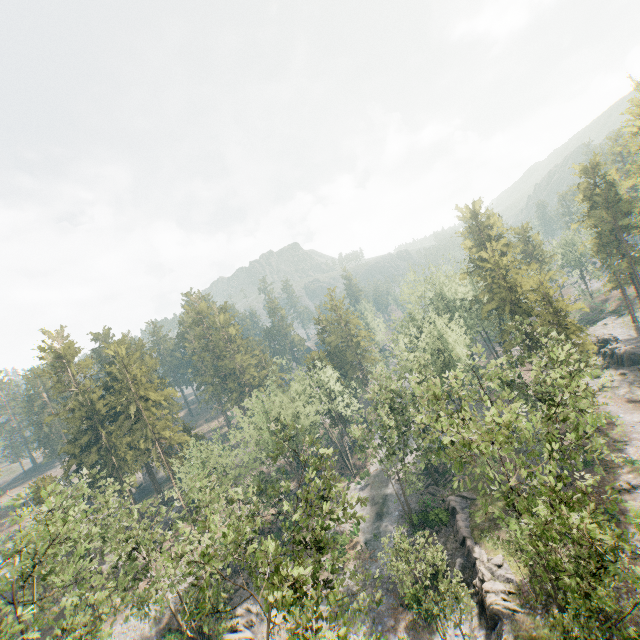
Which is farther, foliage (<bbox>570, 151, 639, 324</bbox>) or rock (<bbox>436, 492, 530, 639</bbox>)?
foliage (<bbox>570, 151, 639, 324</bbox>)

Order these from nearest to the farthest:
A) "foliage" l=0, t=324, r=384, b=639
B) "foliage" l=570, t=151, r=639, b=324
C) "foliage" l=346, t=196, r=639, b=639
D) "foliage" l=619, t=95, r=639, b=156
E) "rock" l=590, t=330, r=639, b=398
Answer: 1. "foliage" l=346, t=196, r=639, b=639
2. "foliage" l=0, t=324, r=384, b=639
3. "rock" l=590, t=330, r=639, b=398
4. "foliage" l=619, t=95, r=639, b=156
5. "foliage" l=570, t=151, r=639, b=324

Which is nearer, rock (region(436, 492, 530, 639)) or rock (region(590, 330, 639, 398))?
rock (region(436, 492, 530, 639))

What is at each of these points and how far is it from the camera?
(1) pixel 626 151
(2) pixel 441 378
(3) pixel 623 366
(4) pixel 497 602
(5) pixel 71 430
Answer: (1) foliage, 48.4m
(2) foliage, 44.8m
(3) rock, 48.8m
(4) rock, 25.8m
(5) foliage, 51.8m

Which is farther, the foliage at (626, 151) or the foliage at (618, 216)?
the foliage at (618, 216)

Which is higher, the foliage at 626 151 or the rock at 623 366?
the foliage at 626 151

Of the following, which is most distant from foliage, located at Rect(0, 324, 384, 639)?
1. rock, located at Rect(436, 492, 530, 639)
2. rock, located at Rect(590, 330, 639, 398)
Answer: rock, located at Rect(590, 330, 639, 398)

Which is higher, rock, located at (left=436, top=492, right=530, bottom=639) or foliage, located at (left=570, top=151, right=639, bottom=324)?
foliage, located at (left=570, top=151, right=639, bottom=324)
